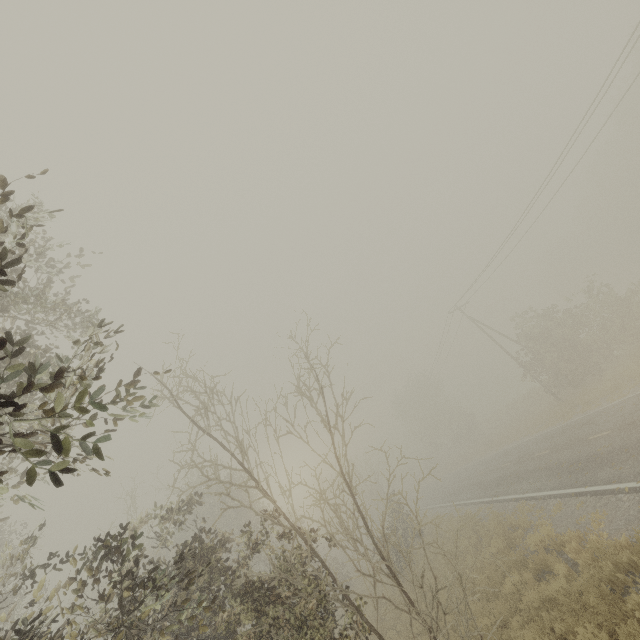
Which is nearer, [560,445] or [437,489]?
[560,445]

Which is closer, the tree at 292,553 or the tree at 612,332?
the tree at 292,553

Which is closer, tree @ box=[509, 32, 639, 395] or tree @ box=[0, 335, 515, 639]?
tree @ box=[0, 335, 515, 639]

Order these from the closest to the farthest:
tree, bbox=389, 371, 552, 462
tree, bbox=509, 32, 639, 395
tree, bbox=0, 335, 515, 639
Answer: tree, bbox=0, 335, 515, 639
tree, bbox=509, 32, 639, 395
tree, bbox=389, 371, 552, 462

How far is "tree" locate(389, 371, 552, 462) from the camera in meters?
40.9

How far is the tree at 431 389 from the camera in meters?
40.9 m
